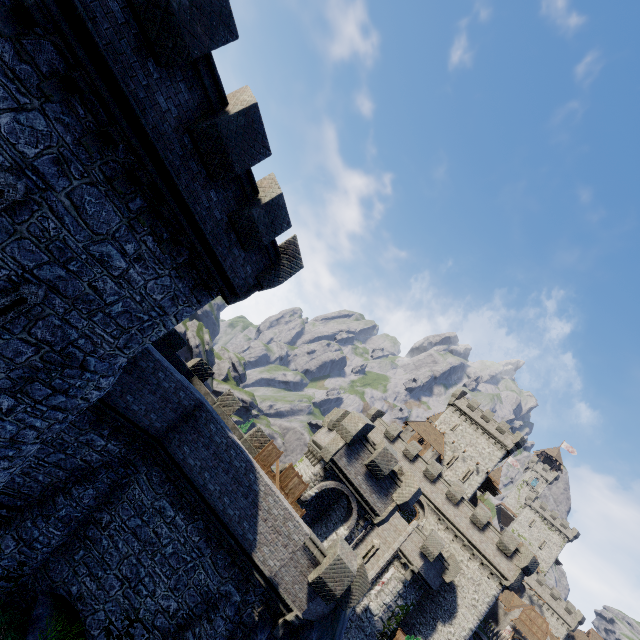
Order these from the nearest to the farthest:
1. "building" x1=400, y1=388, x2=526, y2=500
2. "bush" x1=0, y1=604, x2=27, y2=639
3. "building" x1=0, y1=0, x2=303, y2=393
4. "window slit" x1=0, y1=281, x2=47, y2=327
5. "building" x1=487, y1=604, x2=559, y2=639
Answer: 1. "building" x1=0, y1=0, x2=303, y2=393
2. "window slit" x1=0, y1=281, x2=47, y2=327
3. "bush" x1=0, y1=604, x2=27, y2=639
4. "building" x1=400, y1=388, x2=526, y2=500
5. "building" x1=487, y1=604, x2=559, y2=639

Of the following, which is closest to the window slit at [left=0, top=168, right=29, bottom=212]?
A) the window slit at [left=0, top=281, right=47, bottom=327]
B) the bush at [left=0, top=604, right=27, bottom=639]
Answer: the window slit at [left=0, top=281, right=47, bottom=327]

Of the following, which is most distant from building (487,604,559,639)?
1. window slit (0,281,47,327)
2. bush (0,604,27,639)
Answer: window slit (0,281,47,327)

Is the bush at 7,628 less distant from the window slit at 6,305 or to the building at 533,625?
the window slit at 6,305

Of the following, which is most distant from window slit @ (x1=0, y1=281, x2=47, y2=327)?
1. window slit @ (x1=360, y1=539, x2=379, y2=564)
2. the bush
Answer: window slit @ (x1=360, y1=539, x2=379, y2=564)

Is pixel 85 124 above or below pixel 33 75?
above

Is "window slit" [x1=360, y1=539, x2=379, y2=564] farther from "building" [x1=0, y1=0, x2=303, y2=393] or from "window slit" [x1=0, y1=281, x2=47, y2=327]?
"window slit" [x1=0, y1=281, x2=47, y2=327]

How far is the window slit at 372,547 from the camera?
30.1m
